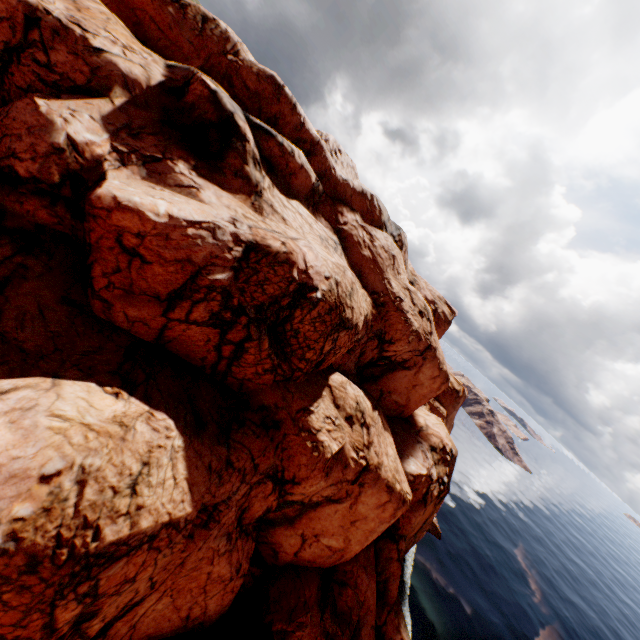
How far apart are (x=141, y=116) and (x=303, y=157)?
12.3 meters
